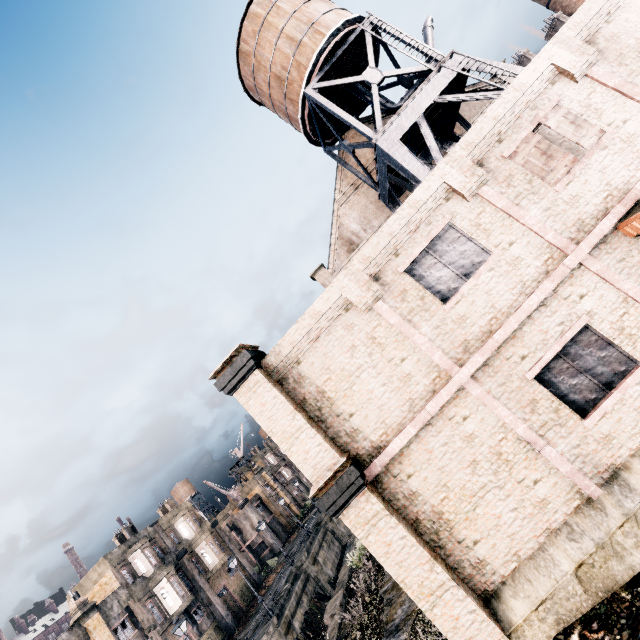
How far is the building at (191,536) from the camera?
35.8m

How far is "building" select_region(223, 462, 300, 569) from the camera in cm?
5019

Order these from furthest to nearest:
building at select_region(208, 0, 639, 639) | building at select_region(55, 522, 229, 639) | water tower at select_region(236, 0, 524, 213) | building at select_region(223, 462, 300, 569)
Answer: building at select_region(223, 462, 300, 569), building at select_region(55, 522, 229, 639), water tower at select_region(236, 0, 524, 213), building at select_region(208, 0, 639, 639)

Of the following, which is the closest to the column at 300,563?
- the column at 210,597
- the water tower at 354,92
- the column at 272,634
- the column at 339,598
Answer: the column at 272,634

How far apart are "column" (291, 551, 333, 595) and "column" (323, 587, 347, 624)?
13.76m

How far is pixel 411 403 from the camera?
9.2m

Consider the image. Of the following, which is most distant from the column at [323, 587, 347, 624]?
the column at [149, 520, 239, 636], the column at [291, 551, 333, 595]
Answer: the column at [149, 520, 239, 636]

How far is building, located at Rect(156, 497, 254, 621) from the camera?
A: 35.8 meters
